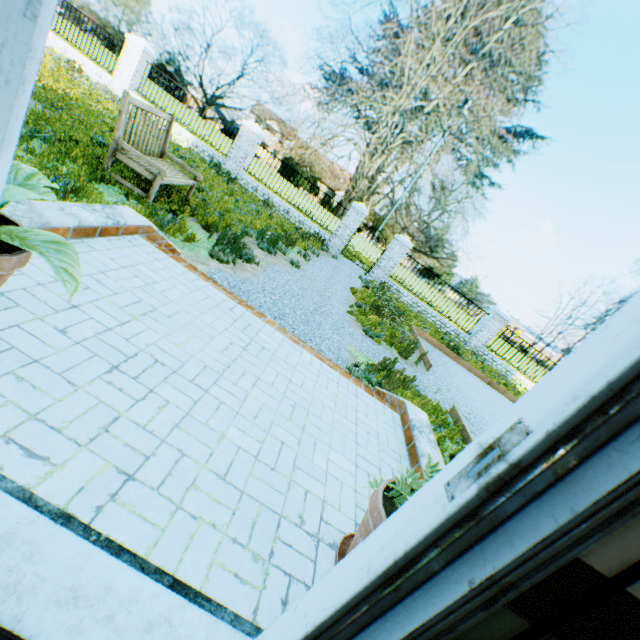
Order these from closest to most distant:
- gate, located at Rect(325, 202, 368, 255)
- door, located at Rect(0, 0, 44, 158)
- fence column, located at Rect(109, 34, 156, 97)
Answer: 1. door, located at Rect(0, 0, 44, 158)
2. fence column, located at Rect(109, 34, 156, 97)
3. gate, located at Rect(325, 202, 368, 255)

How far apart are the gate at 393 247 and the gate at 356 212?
1.33m

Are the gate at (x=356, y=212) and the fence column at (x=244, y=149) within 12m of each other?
yes

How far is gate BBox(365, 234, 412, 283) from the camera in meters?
14.0

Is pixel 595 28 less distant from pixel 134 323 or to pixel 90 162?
pixel 90 162

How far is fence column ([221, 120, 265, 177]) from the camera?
13.4m

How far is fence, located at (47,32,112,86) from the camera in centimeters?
1330cm

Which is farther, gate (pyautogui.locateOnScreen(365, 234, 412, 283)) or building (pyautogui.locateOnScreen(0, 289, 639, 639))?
gate (pyautogui.locateOnScreen(365, 234, 412, 283))
